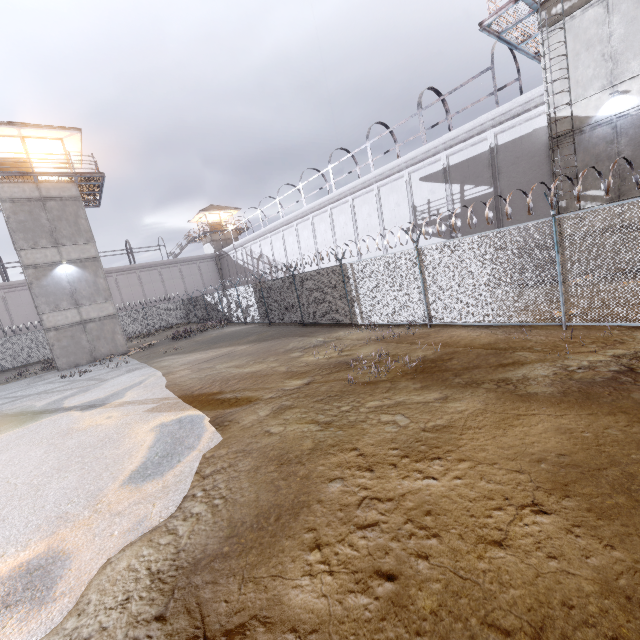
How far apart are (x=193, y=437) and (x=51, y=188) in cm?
2270

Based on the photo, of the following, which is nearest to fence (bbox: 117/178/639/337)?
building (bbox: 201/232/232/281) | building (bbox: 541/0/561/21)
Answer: building (bbox: 541/0/561/21)

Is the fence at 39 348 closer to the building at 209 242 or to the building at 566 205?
the building at 566 205

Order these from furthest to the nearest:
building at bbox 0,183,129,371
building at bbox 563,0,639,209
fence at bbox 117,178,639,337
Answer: building at bbox 0,183,129,371, building at bbox 563,0,639,209, fence at bbox 117,178,639,337

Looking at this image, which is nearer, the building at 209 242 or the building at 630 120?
the building at 630 120

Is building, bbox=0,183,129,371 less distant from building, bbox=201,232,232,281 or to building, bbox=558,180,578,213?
building, bbox=201,232,232,281

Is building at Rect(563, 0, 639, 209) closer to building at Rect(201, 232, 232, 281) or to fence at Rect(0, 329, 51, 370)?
fence at Rect(0, 329, 51, 370)

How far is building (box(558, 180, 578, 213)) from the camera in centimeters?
1310cm
